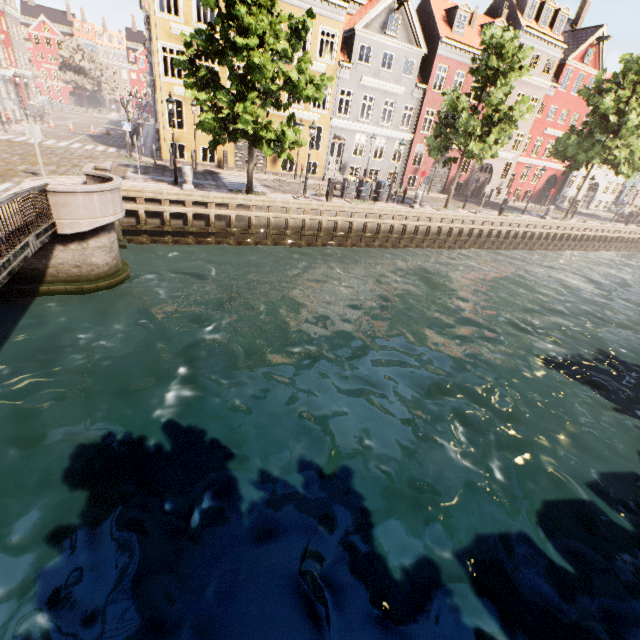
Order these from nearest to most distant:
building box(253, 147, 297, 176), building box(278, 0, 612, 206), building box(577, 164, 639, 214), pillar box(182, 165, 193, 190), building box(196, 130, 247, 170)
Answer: pillar box(182, 165, 193, 190) → building box(196, 130, 247, 170) → building box(278, 0, 612, 206) → building box(253, 147, 297, 176) → building box(577, 164, 639, 214)

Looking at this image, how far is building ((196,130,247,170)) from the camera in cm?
2226

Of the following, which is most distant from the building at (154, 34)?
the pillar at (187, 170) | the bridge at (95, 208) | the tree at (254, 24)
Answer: the bridge at (95, 208)

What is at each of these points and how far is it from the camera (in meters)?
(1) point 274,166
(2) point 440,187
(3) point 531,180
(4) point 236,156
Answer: (1) building, 24.92
(2) building, 31.84
(3) building, 42.19
(4) building, 23.77

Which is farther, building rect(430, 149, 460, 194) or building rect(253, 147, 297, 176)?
building rect(430, 149, 460, 194)

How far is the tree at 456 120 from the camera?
17.5m

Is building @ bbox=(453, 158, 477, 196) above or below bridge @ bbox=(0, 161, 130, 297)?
above

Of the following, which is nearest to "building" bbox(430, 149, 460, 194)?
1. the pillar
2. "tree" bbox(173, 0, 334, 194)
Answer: "tree" bbox(173, 0, 334, 194)
